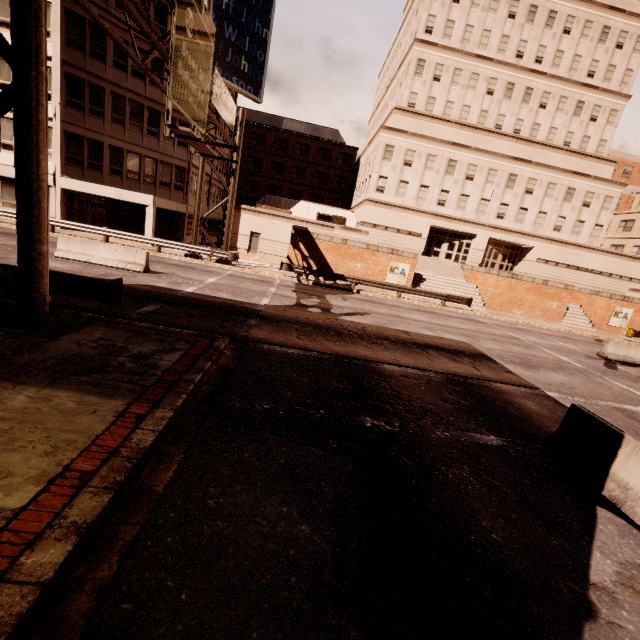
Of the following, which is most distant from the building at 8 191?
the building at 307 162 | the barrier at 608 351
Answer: the barrier at 608 351

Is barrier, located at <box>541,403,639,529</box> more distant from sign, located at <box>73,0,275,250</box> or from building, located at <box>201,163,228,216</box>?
building, located at <box>201,163,228,216</box>

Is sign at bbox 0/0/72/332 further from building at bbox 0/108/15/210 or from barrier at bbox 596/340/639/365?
barrier at bbox 596/340/639/365

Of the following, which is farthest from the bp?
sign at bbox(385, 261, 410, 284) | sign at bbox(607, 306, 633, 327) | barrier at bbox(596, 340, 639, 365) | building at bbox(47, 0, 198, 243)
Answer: building at bbox(47, 0, 198, 243)

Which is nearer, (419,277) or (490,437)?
(490,437)

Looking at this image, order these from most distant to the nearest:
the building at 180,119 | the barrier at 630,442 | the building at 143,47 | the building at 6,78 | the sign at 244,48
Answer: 1. the building at 180,119
2. the building at 143,47
3. the building at 6,78
4. the sign at 244,48
5. the barrier at 630,442

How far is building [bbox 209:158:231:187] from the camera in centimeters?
3775cm

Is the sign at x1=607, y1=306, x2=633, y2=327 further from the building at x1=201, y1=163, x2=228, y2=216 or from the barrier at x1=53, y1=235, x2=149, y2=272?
the building at x1=201, y1=163, x2=228, y2=216
